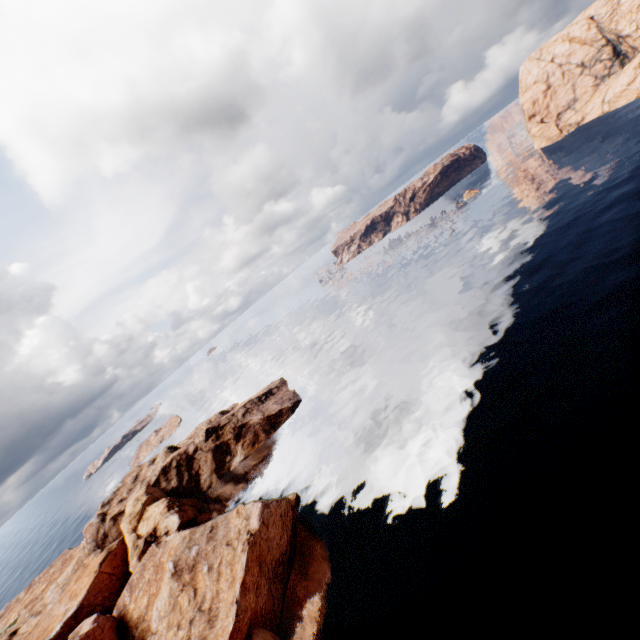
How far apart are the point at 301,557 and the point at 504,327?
41.46m
